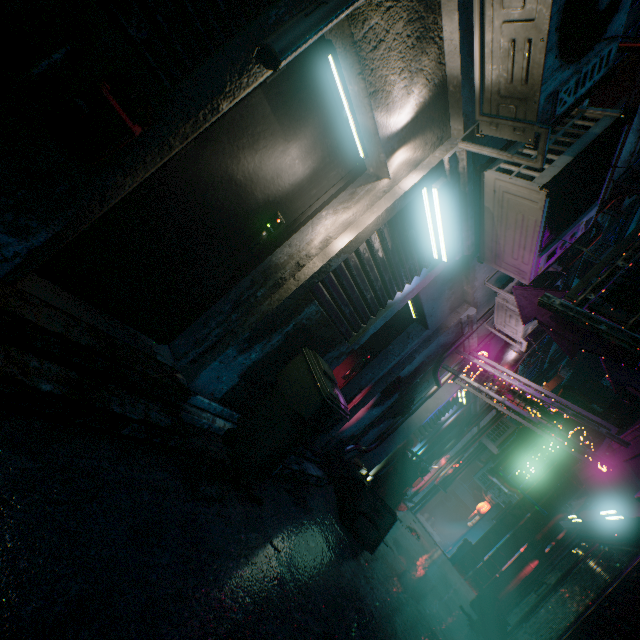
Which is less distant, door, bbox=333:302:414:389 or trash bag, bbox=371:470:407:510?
door, bbox=333:302:414:389

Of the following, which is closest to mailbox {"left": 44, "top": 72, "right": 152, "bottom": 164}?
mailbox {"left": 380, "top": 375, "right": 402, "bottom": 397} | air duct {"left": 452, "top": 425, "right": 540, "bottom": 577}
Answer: mailbox {"left": 380, "top": 375, "right": 402, "bottom": 397}

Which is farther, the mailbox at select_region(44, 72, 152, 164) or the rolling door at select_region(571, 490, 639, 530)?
the rolling door at select_region(571, 490, 639, 530)

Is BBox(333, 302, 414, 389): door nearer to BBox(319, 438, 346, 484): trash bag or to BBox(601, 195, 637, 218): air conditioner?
BBox(319, 438, 346, 484): trash bag

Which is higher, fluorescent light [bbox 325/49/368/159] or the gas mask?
fluorescent light [bbox 325/49/368/159]

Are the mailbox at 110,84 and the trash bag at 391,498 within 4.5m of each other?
no

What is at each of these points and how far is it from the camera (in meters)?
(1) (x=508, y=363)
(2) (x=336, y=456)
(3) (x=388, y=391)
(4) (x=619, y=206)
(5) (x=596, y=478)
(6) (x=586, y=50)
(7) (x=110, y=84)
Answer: (1) air duct, 4.80
(2) trash bag, 4.12
(3) mailbox, 4.18
(4) air conditioner, 8.83
(5) building support, 6.02
(6) air conditioner, 1.73
(7) mailbox, 1.22

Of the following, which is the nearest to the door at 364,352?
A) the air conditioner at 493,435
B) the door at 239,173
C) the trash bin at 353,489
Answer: the trash bin at 353,489
